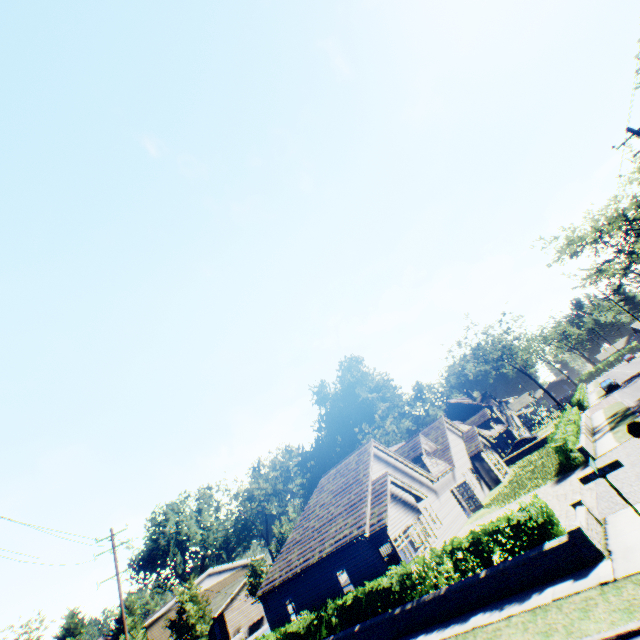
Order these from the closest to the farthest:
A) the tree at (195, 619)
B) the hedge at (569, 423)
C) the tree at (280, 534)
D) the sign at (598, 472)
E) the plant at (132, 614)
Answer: the sign at (598, 472)
the hedge at (569, 423)
the tree at (195, 619)
the plant at (132, 614)
the tree at (280, 534)

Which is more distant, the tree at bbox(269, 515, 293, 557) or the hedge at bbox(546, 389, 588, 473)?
the tree at bbox(269, 515, 293, 557)

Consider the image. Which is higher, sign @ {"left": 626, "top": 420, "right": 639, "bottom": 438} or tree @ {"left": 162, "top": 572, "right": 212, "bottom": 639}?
tree @ {"left": 162, "top": 572, "right": 212, "bottom": 639}

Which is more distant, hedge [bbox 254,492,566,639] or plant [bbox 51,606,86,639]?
plant [bbox 51,606,86,639]

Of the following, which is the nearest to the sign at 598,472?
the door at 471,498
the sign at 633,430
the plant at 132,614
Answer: the sign at 633,430

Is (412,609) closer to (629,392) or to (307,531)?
(307,531)

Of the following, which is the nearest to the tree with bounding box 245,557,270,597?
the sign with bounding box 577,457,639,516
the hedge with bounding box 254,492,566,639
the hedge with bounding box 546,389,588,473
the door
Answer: the sign with bounding box 577,457,639,516

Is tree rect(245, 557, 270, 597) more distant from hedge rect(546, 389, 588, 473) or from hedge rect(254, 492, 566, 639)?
hedge rect(546, 389, 588, 473)
